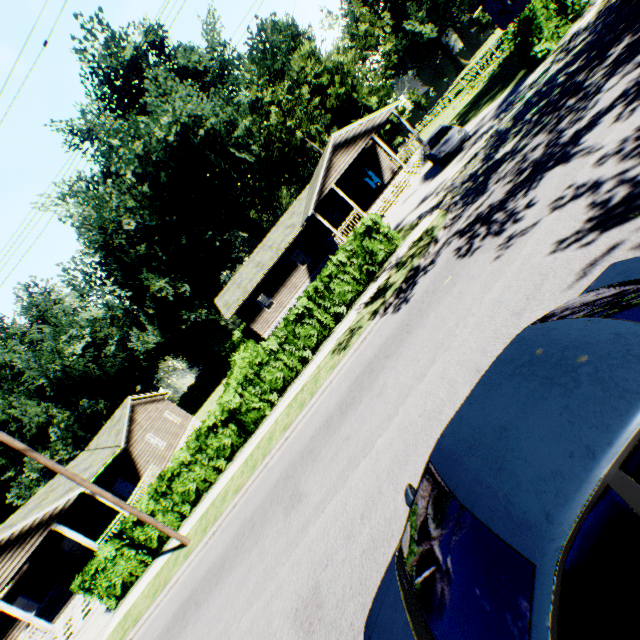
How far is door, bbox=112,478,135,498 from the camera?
22.62m

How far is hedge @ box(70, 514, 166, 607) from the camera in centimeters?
1350cm

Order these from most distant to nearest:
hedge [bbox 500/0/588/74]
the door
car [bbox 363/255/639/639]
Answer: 1. the door
2. hedge [bbox 500/0/588/74]
3. car [bbox 363/255/639/639]

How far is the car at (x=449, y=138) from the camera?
17.1m

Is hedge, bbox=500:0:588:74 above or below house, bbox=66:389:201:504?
below

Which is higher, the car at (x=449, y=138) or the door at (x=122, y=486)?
the door at (x=122, y=486)

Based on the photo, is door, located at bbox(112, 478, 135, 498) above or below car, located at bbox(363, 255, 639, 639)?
above

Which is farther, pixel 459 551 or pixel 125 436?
pixel 125 436
